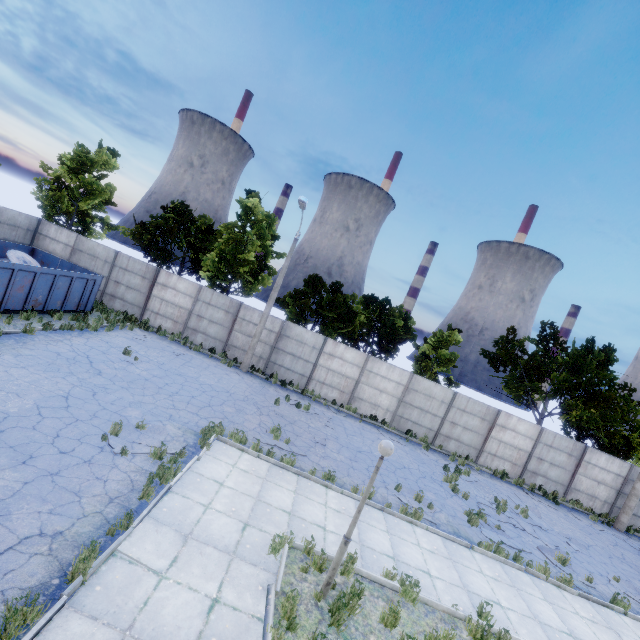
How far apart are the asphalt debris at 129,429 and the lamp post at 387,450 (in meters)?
5.39

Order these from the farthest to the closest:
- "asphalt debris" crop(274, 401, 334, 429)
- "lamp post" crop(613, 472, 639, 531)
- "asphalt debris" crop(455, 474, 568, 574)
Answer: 1. "lamp post" crop(613, 472, 639, 531)
2. "asphalt debris" crop(274, 401, 334, 429)
3. "asphalt debris" crop(455, 474, 568, 574)

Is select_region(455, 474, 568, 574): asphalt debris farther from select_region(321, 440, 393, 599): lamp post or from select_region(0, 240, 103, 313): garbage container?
select_region(0, 240, 103, 313): garbage container

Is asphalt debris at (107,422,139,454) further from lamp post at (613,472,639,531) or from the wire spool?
lamp post at (613,472,639,531)

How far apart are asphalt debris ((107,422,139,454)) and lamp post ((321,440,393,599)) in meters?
5.4

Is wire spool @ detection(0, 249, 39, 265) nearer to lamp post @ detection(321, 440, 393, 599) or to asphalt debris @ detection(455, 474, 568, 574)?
lamp post @ detection(321, 440, 393, 599)

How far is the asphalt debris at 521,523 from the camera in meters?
12.5 m

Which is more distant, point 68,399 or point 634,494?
point 634,494
